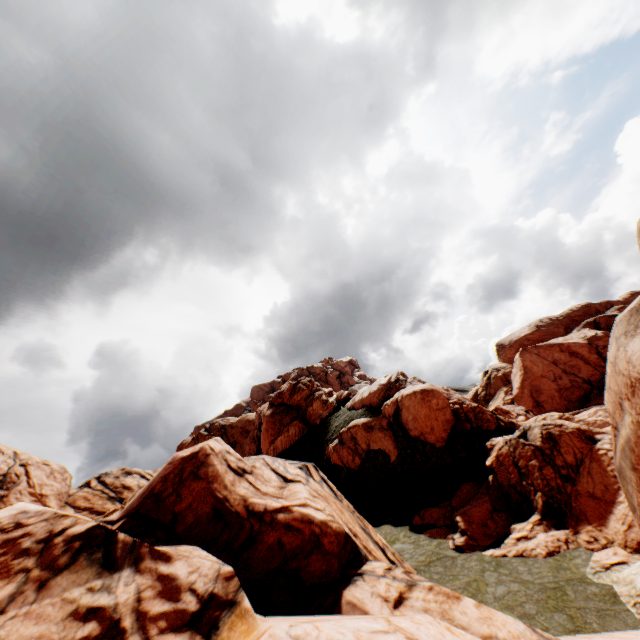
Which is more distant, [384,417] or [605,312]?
[605,312]
